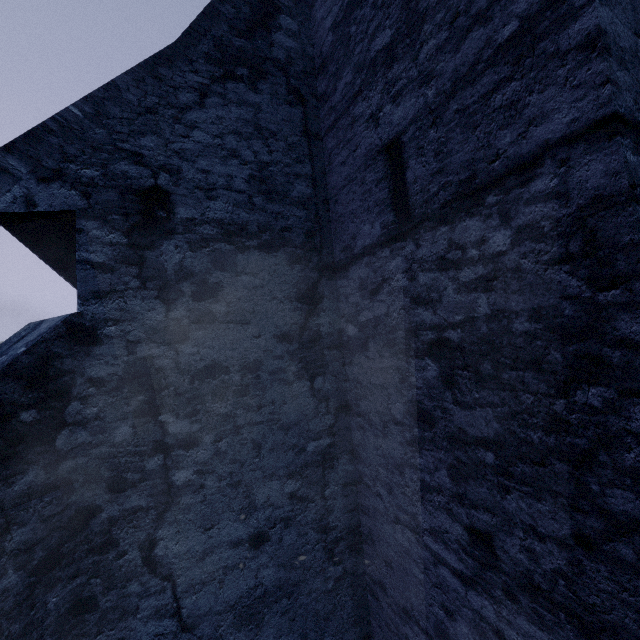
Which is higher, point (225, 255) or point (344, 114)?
point (344, 114)
